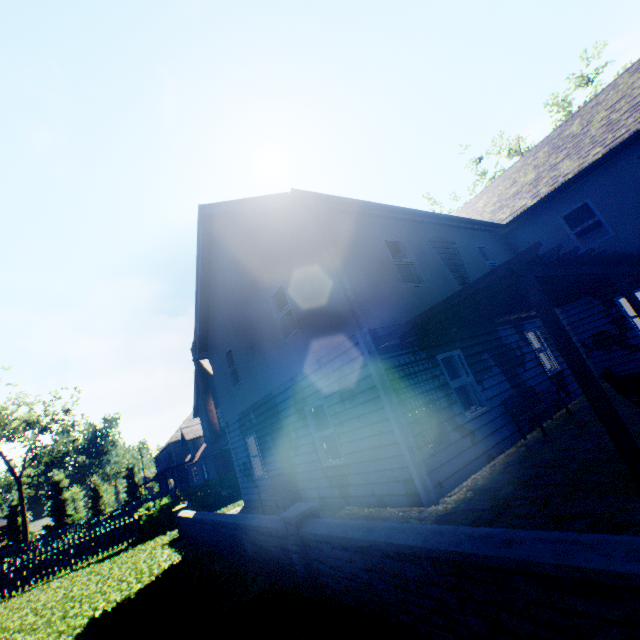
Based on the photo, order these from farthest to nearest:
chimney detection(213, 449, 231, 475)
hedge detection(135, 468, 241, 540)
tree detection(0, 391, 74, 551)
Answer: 1. tree detection(0, 391, 74, 551)
2. chimney detection(213, 449, 231, 475)
3. hedge detection(135, 468, 241, 540)

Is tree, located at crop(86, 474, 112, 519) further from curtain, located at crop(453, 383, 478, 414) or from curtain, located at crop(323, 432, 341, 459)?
curtain, located at crop(453, 383, 478, 414)

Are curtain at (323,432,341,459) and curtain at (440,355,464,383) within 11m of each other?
yes

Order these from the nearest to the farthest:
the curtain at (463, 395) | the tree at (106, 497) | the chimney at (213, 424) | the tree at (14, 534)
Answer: the curtain at (463, 395) < the chimney at (213, 424) < the tree at (14, 534) < the tree at (106, 497)

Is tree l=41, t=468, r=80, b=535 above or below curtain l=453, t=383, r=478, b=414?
above

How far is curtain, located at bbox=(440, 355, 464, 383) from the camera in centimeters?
817cm

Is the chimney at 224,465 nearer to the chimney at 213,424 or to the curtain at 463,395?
the chimney at 213,424

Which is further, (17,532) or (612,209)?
(17,532)
